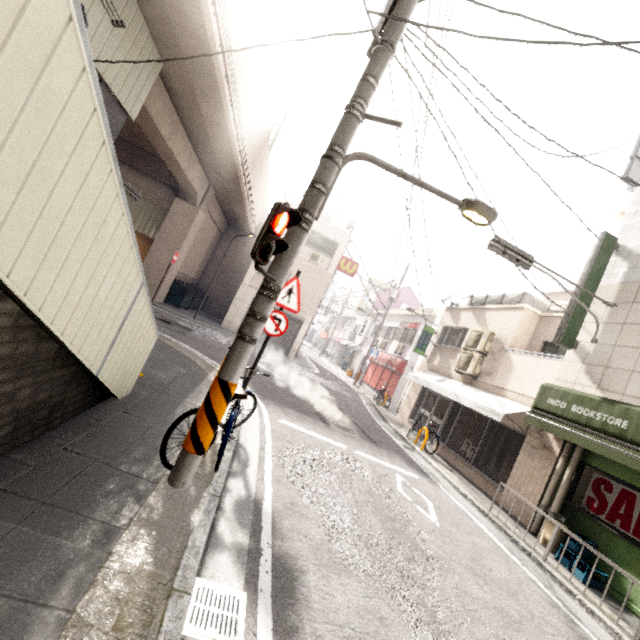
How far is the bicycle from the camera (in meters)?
3.66

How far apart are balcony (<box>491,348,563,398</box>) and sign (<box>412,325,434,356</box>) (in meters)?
4.63

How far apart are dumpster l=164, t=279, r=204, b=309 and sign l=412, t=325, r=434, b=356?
12.9m

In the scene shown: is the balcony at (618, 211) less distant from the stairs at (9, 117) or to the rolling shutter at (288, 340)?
the stairs at (9, 117)

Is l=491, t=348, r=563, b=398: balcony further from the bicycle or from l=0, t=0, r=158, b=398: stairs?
l=0, t=0, r=158, b=398: stairs

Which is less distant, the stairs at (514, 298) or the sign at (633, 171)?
the sign at (633, 171)

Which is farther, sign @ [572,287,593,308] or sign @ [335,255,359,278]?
sign @ [335,255,359,278]

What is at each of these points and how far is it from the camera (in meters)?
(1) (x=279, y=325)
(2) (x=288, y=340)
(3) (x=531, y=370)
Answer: (1) sign, 6.14
(2) rolling shutter, 20.59
(3) balcony, 9.52
